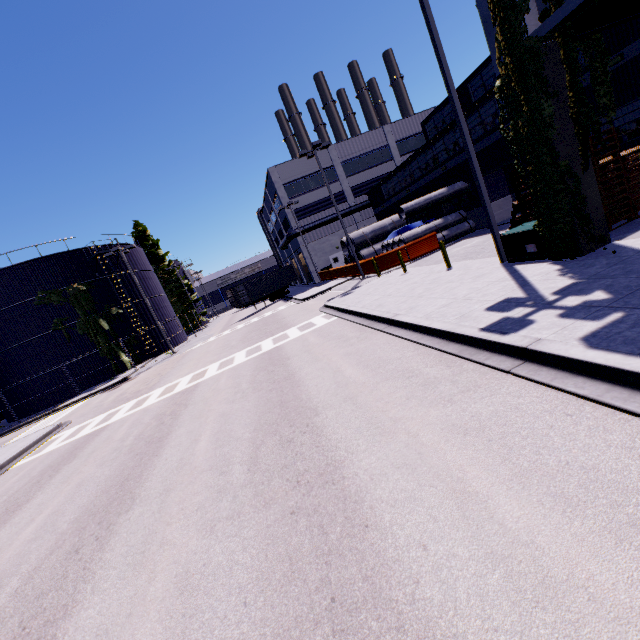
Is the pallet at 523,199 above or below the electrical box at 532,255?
above

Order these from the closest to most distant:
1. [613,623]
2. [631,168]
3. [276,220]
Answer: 1. [613,623]
2. [631,168]
3. [276,220]

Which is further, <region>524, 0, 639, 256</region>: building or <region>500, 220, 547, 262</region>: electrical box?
<region>500, 220, 547, 262</region>: electrical box

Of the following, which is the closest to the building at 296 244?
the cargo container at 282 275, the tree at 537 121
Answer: the tree at 537 121

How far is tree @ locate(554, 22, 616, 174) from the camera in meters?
6.9

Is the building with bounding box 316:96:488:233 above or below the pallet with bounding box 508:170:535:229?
above

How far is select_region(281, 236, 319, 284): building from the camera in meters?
40.6 m

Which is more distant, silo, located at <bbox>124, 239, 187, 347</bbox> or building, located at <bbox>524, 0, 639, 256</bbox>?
silo, located at <bbox>124, 239, 187, 347</bbox>
